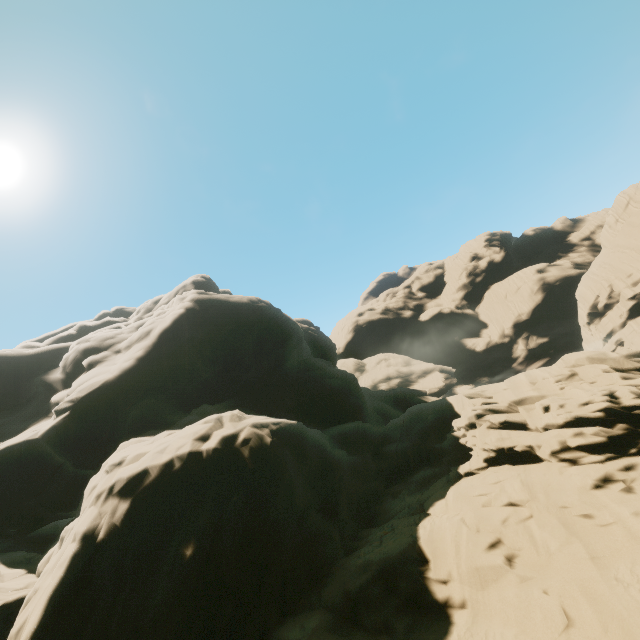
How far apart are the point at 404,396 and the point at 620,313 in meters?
47.5
